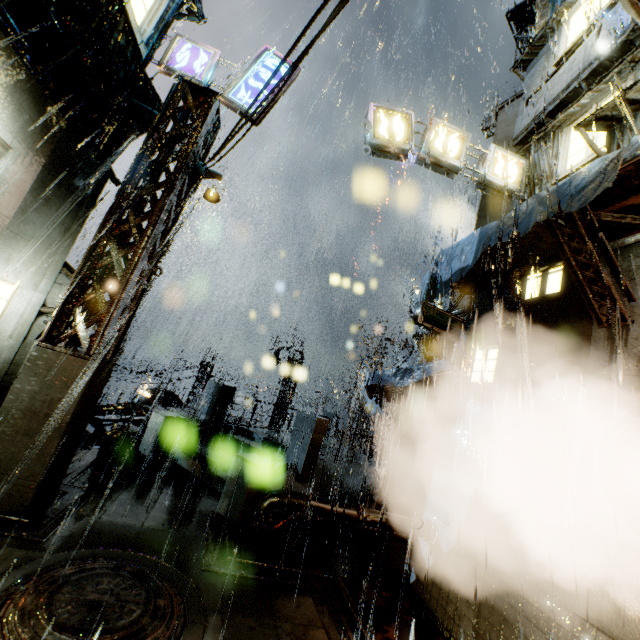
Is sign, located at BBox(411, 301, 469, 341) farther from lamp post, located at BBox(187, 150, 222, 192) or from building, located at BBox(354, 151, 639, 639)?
lamp post, located at BBox(187, 150, 222, 192)

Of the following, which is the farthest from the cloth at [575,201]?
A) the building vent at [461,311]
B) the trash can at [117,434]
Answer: the trash can at [117,434]

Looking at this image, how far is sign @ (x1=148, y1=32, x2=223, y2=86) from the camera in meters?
8.9

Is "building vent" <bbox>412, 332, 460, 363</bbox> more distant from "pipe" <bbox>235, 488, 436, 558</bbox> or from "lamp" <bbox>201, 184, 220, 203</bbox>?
"lamp" <bbox>201, 184, 220, 203</bbox>

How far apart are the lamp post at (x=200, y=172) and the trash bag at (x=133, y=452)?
7.37m

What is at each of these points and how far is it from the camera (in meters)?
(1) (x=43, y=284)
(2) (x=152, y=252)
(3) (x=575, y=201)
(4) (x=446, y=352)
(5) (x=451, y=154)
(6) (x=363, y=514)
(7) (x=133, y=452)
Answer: (1) building, 7.02
(2) support beam, 8.02
(3) cloth, 5.24
(4) building vent, 16.53
(5) sign, 10.11
(6) pipe, 7.65
(7) trash bag, 9.27

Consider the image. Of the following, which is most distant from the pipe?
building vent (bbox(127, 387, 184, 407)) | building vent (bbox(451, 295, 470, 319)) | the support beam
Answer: building vent (bbox(127, 387, 184, 407))

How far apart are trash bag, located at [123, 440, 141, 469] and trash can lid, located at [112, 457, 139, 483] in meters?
0.0
